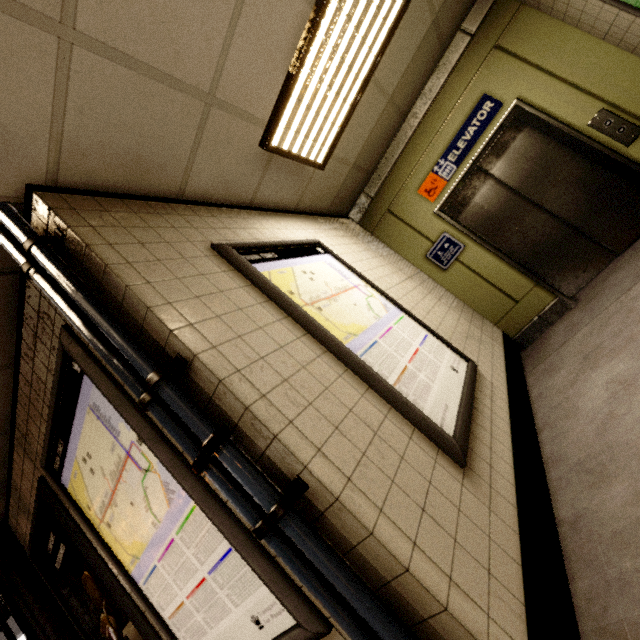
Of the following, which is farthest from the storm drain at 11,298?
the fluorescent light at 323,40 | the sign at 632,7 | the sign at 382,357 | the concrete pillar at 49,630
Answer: the sign at 632,7

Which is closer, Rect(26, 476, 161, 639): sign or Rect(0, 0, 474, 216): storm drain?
Rect(0, 0, 474, 216): storm drain

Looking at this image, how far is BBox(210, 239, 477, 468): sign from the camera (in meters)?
1.65

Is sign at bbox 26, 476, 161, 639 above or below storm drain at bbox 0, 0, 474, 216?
below

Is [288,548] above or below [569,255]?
above

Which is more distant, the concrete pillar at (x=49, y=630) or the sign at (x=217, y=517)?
the concrete pillar at (x=49, y=630)

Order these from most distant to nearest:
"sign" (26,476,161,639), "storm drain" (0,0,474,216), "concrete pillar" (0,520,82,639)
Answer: "concrete pillar" (0,520,82,639) → "sign" (26,476,161,639) → "storm drain" (0,0,474,216)

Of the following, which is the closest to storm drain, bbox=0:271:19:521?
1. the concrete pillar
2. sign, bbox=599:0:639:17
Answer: the concrete pillar
